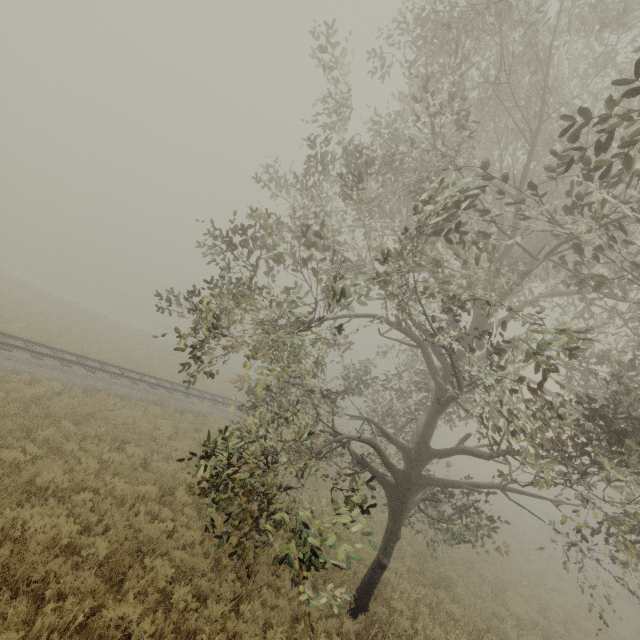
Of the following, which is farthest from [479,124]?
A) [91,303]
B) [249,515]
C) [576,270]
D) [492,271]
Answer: [91,303]

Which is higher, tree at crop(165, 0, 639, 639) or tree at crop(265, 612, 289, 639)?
tree at crop(165, 0, 639, 639)

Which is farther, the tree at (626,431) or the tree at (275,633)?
the tree at (275,633)

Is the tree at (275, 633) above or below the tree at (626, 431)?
below

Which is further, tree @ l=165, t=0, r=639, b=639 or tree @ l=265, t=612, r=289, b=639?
tree @ l=265, t=612, r=289, b=639
